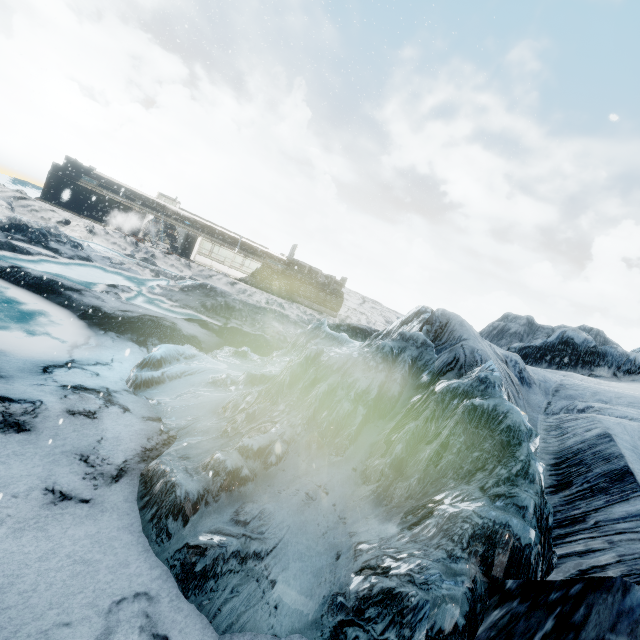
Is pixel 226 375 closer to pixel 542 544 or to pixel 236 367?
pixel 236 367
